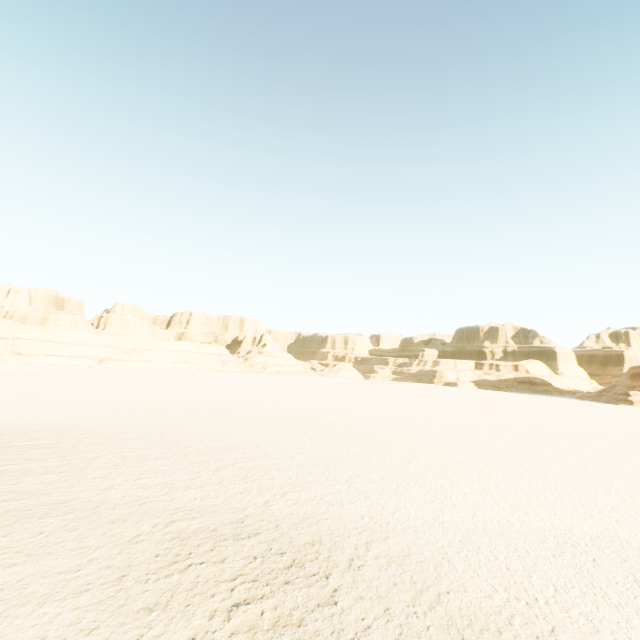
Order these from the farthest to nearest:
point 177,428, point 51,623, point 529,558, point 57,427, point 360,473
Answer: point 177,428 < point 57,427 < point 360,473 < point 529,558 < point 51,623
